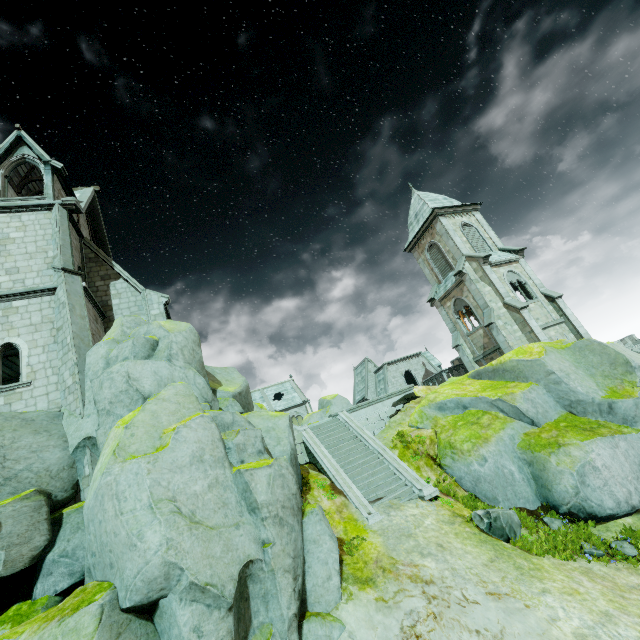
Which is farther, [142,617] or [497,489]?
[497,489]

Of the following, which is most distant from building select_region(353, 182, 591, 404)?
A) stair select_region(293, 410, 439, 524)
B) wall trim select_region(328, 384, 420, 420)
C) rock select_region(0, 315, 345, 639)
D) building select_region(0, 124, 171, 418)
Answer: building select_region(0, 124, 171, 418)

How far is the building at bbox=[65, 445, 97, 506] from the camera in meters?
10.7

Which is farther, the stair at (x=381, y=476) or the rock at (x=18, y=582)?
the stair at (x=381, y=476)

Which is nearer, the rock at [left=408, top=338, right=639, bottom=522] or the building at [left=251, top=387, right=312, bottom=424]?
the rock at [left=408, top=338, right=639, bottom=522]

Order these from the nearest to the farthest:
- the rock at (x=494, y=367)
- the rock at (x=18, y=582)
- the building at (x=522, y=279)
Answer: the rock at (x=18, y=582), the rock at (x=494, y=367), the building at (x=522, y=279)

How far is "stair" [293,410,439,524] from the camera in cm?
1281

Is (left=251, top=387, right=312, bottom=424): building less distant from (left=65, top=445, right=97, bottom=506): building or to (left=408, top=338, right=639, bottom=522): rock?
(left=408, top=338, right=639, bottom=522): rock
